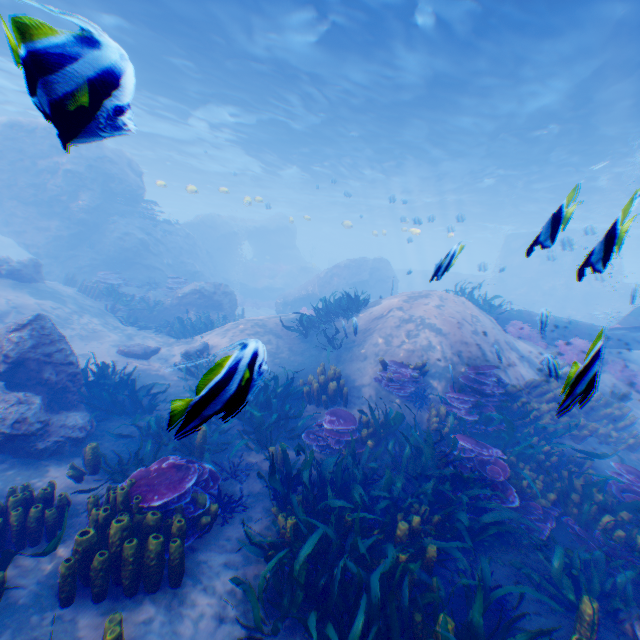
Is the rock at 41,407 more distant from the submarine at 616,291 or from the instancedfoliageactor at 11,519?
the instancedfoliageactor at 11,519

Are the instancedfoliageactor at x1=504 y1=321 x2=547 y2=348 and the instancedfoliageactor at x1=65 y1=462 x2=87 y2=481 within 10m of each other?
no

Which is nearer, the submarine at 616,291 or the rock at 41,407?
the submarine at 616,291

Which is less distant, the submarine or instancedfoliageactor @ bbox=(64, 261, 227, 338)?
the submarine

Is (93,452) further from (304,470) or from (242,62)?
(242,62)

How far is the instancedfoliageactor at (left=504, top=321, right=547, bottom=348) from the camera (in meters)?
12.58

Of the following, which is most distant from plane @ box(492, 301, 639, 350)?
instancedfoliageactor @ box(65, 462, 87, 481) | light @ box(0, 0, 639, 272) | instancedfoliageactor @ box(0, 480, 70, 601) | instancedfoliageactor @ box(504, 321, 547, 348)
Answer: instancedfoliageactor @ box(65, 462, 87, 481)

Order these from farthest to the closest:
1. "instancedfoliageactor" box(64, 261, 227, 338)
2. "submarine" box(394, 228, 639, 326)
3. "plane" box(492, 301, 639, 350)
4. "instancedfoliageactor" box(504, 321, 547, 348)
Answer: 1. "instancedfoliageactor" box(64, 261, 227, 338)
2. "instancedfoliageactor" box(504, 321, 547, 348)
3. "plane" box(492, 301, 639, 350)
4. "submarine" box(394, 228, 639, 326)
